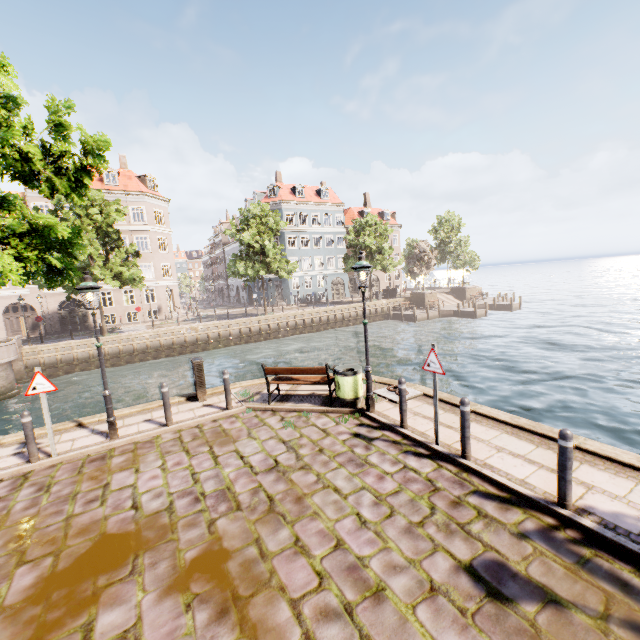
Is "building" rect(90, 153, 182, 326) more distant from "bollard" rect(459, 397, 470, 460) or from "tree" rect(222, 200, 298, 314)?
"bollard" rect(459, 397, 470, 460)

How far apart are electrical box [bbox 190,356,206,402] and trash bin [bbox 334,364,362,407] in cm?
397

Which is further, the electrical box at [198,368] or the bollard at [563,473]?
the electrical box at [198,368]

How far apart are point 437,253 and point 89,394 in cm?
5139

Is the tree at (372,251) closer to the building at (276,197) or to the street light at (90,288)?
the street light at (90,288)

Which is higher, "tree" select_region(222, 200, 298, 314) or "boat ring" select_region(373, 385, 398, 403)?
"tree" select_region(222, 200, 298, 314)

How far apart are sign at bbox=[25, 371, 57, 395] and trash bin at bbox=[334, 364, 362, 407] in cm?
608

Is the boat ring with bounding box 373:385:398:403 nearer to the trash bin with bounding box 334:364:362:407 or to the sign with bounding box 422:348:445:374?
the trash bin with bounding box 334:364:362:407
